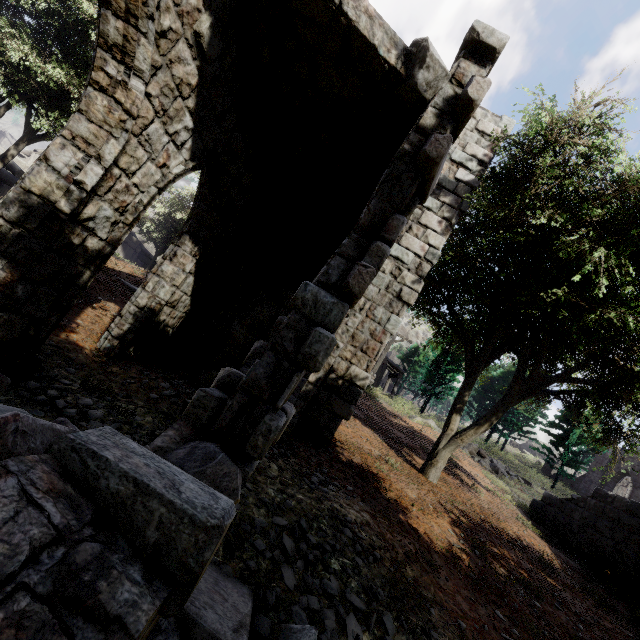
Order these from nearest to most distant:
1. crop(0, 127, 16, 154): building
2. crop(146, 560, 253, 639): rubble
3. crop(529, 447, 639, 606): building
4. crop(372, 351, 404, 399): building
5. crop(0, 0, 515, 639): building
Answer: crop(0, 0, 515, 639): building → crop(146, 560, 253, 639): rubble → crop(529, 447, 639, 606): building → crop(0, 127, 16, 154): building → crop(372, 351, 404, 399): building

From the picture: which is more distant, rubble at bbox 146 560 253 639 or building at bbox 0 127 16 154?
building at bbox 0 127 16 154

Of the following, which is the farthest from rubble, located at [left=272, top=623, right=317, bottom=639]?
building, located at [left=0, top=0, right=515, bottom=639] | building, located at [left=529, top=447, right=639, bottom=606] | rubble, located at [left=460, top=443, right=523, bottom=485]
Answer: building, located at [left=529, top=447, right=639, bottom=606]

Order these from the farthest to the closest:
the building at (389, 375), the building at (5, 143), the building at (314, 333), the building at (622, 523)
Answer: the building at (389, 375), the building at (5, 143), the building at (622, 523), the building at (314, 333)

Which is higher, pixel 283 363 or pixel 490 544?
pixel 283 363

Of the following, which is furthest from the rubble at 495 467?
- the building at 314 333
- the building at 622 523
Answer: the building at 622 523
